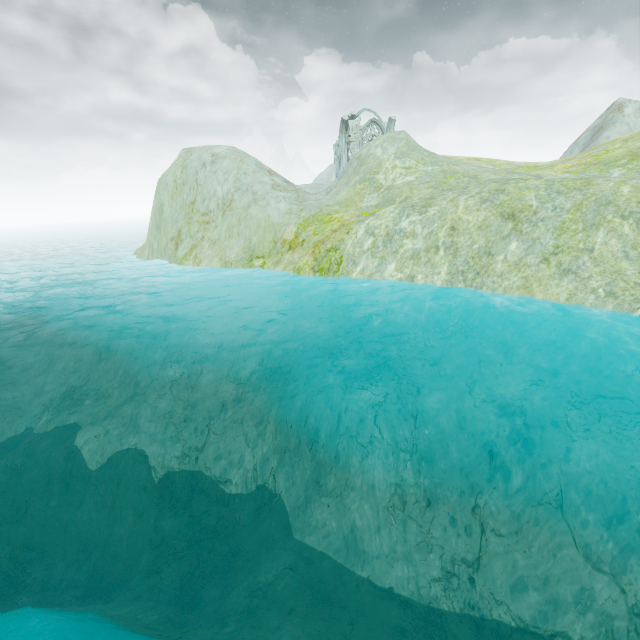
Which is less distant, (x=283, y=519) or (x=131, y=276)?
(x=283, y=519)

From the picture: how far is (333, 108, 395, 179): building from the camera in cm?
4447

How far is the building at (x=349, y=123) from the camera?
44.5 meters
